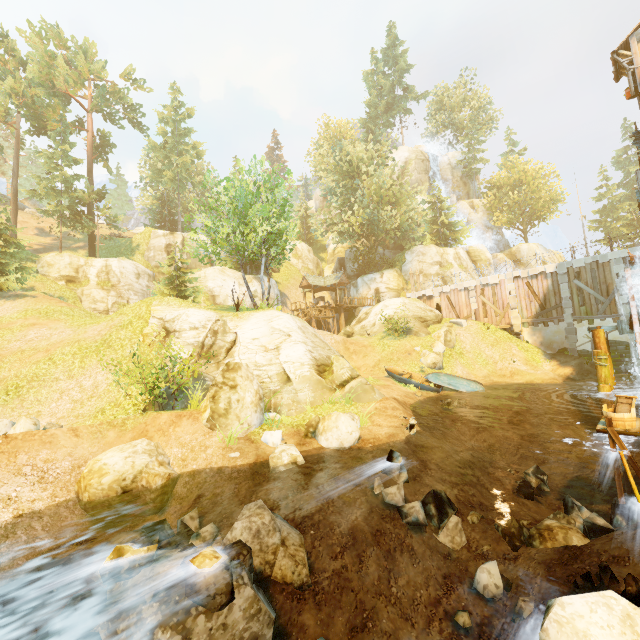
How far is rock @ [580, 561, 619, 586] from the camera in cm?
479

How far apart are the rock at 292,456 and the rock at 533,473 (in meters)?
7.49

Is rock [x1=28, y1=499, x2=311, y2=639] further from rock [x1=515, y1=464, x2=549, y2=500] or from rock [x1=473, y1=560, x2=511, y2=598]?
rock [x1=515, y1=464, x2=549, y2=500]

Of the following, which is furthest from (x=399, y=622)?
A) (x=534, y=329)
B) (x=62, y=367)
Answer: (x=534, y=329)

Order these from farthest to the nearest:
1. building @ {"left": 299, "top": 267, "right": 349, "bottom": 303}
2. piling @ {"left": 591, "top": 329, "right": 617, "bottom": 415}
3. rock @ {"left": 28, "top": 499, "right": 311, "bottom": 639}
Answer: building @ {"left": 299, "top": 267, "right": 349, "bottom": 303}
piling @ {"left": 591, "top": 329, "right": 617, "bottom": 415}
rock @ {"left": 28, "top": 499, "right": 311, "bottom": 639}

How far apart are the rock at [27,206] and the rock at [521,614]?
71.7 meters

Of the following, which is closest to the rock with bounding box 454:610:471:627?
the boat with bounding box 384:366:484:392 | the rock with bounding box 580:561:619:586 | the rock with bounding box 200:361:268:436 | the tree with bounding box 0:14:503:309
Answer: the rock with bounding box 580:561:619:586

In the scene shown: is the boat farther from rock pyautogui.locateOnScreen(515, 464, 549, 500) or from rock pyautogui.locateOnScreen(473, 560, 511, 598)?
rock pyautogui.locateOnScreen(473, 560, 511, 598)
